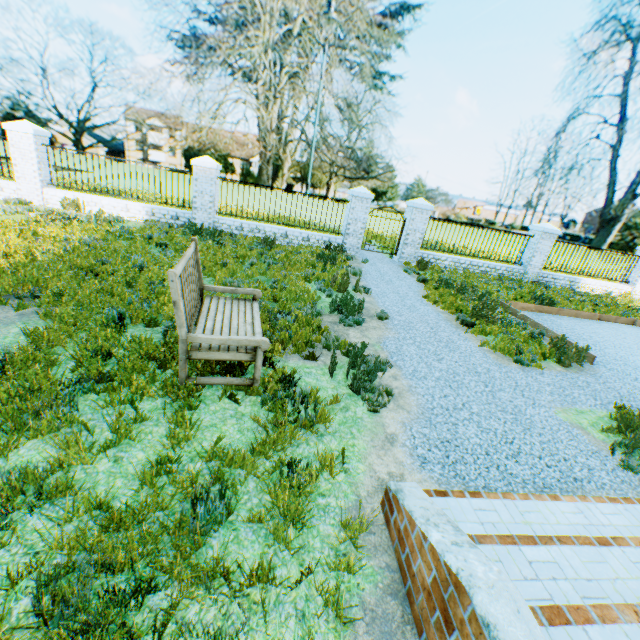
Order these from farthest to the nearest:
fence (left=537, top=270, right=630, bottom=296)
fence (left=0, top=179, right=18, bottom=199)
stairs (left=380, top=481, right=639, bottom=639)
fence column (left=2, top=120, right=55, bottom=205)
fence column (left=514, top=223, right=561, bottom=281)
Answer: fence (left=537, top=270, right=630, bottom=296) < fence column (left=514, top=223, right=561, bottom=281) < fence (left=0, top=179, right=18, bottom=199) < fence column (left=2, top=120, right=55, bottom=205) < stairs (left=380, top=481, right=639, bottom=639)

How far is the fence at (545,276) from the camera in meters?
14.0 m

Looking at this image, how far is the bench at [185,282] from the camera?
3.35m

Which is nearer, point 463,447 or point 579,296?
point 463,447

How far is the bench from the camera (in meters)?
3.35

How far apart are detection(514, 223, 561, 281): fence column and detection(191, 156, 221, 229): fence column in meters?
12.7

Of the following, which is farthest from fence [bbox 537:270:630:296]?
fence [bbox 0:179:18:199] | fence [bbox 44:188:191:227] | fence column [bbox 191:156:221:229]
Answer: fence [bbox 0:179:18:199]

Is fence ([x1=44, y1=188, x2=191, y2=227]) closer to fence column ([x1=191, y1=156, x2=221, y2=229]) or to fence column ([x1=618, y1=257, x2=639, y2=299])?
fence column ([x1=191, y1=156, x2=221, y2=229])
